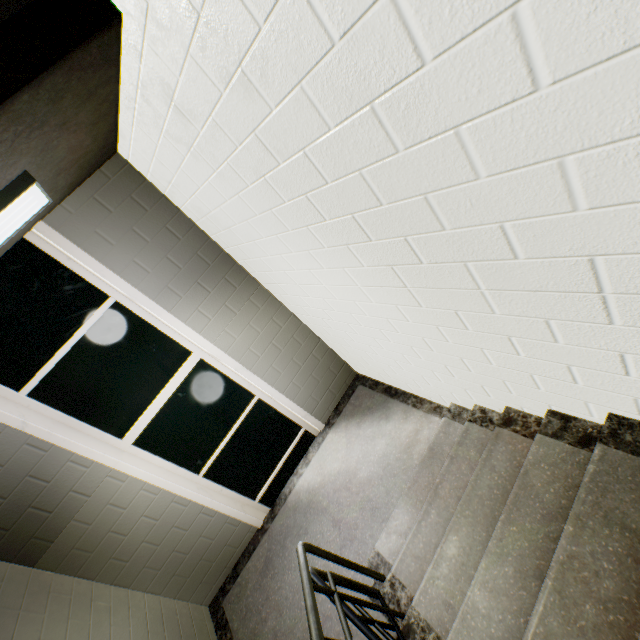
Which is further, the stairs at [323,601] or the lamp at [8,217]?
the stairs at [323,601]

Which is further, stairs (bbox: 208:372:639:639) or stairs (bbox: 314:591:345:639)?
stairs (bbox: 314:591:345:639)

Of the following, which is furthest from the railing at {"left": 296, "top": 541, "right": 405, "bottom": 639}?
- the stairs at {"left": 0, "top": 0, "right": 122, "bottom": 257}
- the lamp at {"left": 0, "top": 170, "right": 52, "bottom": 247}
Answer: the lamp at {"left": 0, "top": 170, "right": 52, "bottom": 247}

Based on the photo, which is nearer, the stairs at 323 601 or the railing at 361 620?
the railing at 361 620

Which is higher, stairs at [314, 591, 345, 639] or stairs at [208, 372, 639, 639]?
stairs at [208, 372, 639, 639]

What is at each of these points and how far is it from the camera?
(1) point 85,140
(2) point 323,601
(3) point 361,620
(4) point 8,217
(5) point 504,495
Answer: (1) stairs, 1.9m
(2) stairs, 2.7m
(3) railing, 1.7m
(4) lamp, 1.7m
(5) stairs, 1.9m
